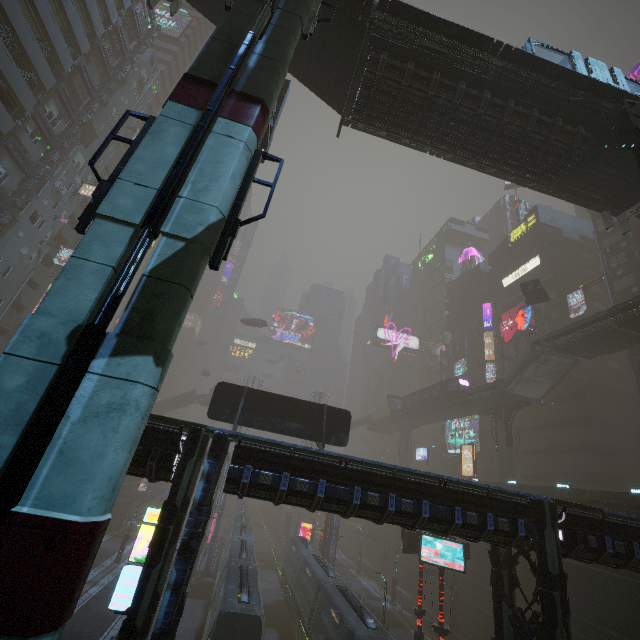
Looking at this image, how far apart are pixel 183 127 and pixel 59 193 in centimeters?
3947cm

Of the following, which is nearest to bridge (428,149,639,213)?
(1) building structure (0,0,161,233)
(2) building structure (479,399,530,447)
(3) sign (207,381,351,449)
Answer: (3) sign (207,381,351,449)

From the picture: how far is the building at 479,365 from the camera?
54.38m

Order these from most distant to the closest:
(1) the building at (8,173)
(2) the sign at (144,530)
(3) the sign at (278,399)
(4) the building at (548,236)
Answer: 1. (4) the building at (548,236)
2. (1) the building at (8,173)
3. (3) the sign at (278,399)
4. (2) the sign at (144,530)

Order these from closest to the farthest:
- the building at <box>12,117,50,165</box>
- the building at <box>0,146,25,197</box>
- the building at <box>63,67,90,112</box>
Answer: the building at <box>0,146,25,197</box>
the building at <box>12,117,50,165</box>
the building at <box>63,67,90,112</box>

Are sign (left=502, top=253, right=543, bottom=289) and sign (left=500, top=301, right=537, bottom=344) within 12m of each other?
yes

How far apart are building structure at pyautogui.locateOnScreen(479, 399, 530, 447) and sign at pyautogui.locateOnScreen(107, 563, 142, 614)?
36.7 meters

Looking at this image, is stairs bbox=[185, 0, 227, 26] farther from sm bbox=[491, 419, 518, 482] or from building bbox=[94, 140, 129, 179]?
sm bbox=[491, 419, 518, 482]
